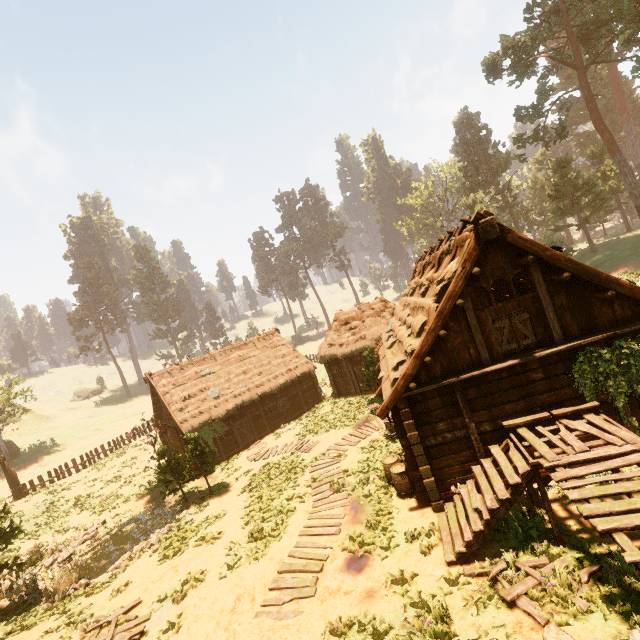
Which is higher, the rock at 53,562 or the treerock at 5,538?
the treerock at 5,538

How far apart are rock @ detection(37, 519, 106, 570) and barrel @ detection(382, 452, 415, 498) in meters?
18.2

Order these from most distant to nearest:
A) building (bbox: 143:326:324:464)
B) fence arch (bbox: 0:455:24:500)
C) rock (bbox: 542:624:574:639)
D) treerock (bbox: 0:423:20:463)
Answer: treerock (bbox: 0:423:20:463) < fence arch (bbox: 0:455:24:500) < building (bbox: 143:326:324:464) < rock (bbox: 542:624:574:639)

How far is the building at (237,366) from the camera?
23.5 meters

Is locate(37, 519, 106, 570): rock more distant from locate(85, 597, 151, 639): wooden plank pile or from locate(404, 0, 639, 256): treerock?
locate(85, 597, 151, 639): wooden plank pile

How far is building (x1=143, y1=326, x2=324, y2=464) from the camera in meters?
23.5 m

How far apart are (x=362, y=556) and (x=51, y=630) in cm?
1098

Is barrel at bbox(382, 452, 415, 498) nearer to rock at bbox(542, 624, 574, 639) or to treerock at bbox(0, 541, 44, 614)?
rock at bbox(542, 624, 574, 639)
